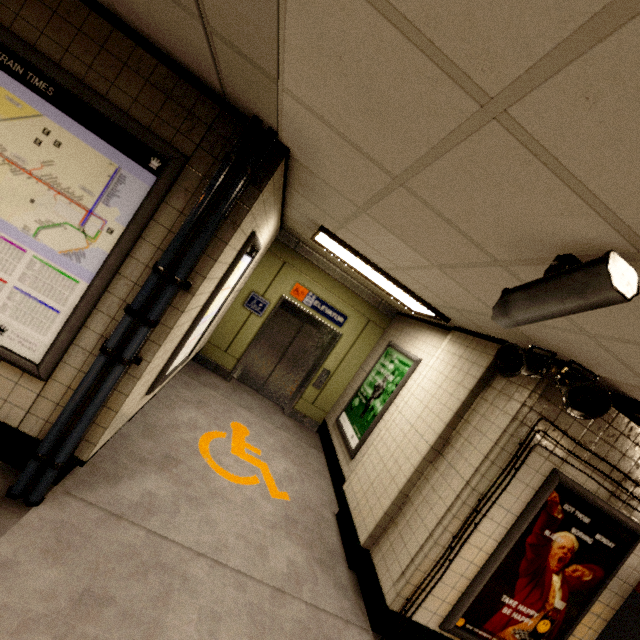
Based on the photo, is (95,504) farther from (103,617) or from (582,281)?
(582,281)

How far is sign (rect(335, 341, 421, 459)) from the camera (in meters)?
4.72

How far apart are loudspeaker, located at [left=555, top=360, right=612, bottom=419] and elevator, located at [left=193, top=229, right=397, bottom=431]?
3.62m

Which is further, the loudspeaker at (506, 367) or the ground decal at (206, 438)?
the ground decal at (206, 438)

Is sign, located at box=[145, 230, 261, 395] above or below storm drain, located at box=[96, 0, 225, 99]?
below

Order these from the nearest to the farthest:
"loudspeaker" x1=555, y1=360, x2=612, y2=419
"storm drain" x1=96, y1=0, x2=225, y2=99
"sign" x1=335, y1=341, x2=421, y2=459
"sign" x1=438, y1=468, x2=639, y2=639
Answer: "storm drain" x1=96, y1=0, x2=225, y2=99 < "loudspeaker" x1=555, y1=360, x2=612, y2=419 < "sign" x1=438, y1=468, x2=639, y2=639 < "sign" x1=335, y1=341, x2=421, y2=459

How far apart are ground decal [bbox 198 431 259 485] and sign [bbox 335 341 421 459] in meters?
1.2

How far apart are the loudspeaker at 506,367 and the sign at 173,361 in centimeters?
243cm
